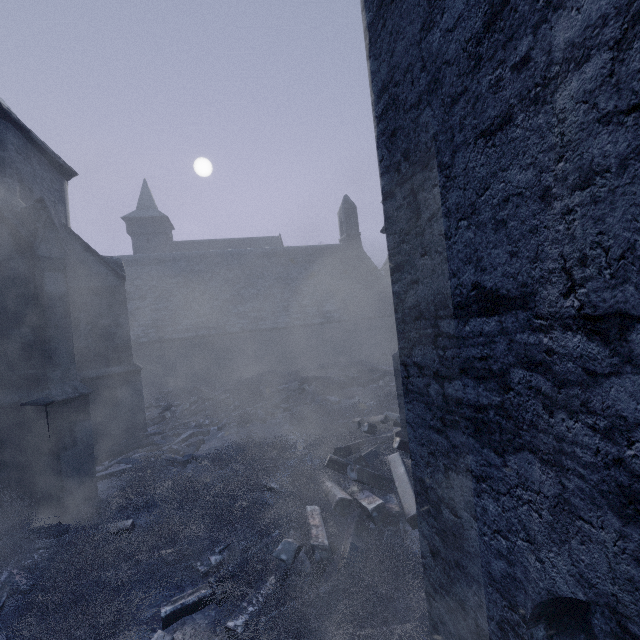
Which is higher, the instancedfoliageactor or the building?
the building

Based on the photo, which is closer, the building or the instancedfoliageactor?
the building

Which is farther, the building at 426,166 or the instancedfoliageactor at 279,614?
the instancedfoliageactor at 279,614

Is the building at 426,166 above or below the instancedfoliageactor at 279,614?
above

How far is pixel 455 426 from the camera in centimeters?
206cm
